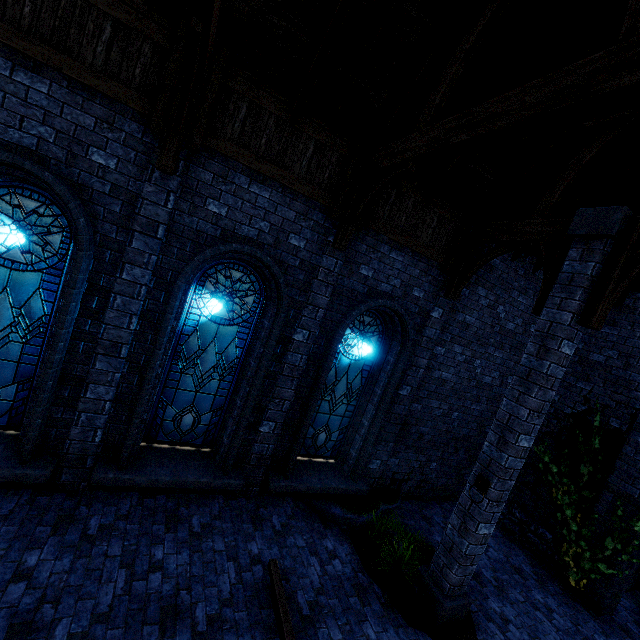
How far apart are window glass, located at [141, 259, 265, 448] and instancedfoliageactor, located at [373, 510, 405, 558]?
3.9m

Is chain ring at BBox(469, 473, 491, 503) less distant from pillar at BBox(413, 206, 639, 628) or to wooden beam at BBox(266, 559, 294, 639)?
pillar at BBox(413, 206, 639, 628)

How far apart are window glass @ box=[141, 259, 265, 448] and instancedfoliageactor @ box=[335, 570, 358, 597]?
2.89m

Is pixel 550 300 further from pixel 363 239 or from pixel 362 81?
pixel 362 81

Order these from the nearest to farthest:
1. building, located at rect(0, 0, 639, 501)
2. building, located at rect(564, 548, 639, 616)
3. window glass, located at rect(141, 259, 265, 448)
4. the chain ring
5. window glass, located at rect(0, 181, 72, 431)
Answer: building, located at rect(0, 0, 639, 501) → window glass, located at rect(0, 181, 72, 431) → the chain ring → window glass, located at rect(141, 259, 265, 448) → building, located at rect(564, 548, 639, 616)

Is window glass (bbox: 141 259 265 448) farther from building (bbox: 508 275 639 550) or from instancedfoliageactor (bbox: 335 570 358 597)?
instancedfoliageactor (bbox: 335 570 358 597)

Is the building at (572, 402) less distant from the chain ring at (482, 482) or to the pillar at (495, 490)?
the pillar at (495, 490)

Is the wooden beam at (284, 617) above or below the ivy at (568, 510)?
below
